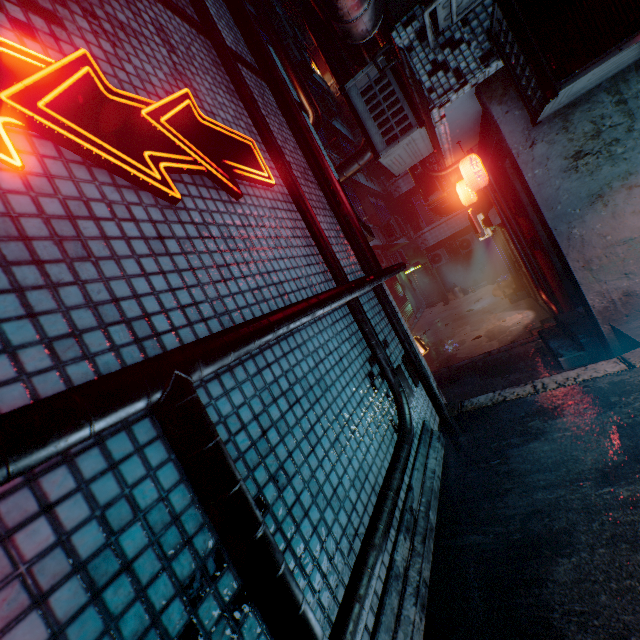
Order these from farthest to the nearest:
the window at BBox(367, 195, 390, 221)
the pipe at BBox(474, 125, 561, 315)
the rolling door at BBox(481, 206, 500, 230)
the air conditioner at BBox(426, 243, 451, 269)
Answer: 1. the air conditioner at BBox(426, 243, 451, 269)
2. the window at BBox(367, 195, 390, 221)
3. the rolling door at BBox(481, 206, 500, 230)
4. the pipe at BBox(474, 125, 561, 315)

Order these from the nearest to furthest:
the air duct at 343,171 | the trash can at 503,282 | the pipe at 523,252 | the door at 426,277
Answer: the air duct at 343,171 < the pipe at 523,252 < the trash can at 503,282 < the door at 426,277

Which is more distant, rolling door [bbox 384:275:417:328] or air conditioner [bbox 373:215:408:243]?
rolling door [bbox 384:275:417:328]

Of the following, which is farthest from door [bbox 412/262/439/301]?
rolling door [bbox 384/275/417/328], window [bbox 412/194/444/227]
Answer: rolling door [bbox 384/275/417/328]

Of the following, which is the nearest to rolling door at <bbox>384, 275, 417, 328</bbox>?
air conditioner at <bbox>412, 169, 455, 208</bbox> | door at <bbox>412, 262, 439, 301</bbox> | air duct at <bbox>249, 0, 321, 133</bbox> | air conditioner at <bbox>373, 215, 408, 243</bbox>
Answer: air conditioner at <bbox>373, 215, 408, 243</bbox>

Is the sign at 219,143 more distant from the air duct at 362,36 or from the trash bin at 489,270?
the trash bin at 489,270

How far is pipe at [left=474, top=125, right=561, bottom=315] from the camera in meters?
4.6

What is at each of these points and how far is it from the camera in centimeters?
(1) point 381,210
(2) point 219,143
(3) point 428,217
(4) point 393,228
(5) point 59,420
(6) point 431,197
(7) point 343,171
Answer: (1) window, 1587cm
(2) sign, 169cm
(3) window, 1608cm
(4) air conditioner, 1228cm
(5) pipe, 50cm
(6) air conditioner, 704cm
(7) air duct, 555cm
